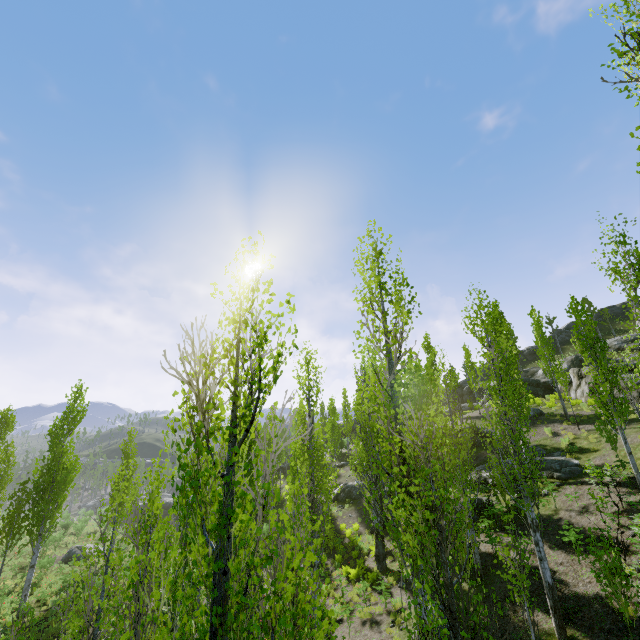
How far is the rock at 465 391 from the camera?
46.35m

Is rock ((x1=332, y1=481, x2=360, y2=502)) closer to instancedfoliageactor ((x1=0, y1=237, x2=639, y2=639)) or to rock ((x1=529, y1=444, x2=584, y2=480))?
instancedfoliageactor ((x1=0, y1=237, x2=639, y2=639))

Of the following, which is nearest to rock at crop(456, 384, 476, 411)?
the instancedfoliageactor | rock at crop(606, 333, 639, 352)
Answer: the instancedfoliageactor

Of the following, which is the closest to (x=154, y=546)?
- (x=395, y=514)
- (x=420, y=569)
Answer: (x=395, y=514)

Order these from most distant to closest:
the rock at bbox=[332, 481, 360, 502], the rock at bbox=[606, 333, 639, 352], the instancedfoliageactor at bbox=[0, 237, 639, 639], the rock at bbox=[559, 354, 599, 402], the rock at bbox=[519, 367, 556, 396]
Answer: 1. the rock at bbox=[606, 333, 639, 352]
2. the rock at bbox=[519, 367, 556, 396]
3. the rock at bbox=[332, 481, 360, 502]
4. the rock at bbox=[559, 354, 599, 402]
5. the instancedfoliageactor at bbox=[0, 237, 639, 639]

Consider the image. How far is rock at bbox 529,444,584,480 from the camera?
15.9 meters

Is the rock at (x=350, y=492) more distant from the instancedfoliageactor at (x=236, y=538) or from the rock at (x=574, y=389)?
the rock at (x=574, y=389)

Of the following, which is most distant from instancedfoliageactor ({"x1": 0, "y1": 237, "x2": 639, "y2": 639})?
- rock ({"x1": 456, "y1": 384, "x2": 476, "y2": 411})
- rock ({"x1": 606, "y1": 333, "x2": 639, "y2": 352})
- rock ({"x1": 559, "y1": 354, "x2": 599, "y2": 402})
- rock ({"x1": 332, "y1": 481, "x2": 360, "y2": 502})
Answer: rock ({"x1": 606, "y1": 333, "x2": 639, "y2": 352})
